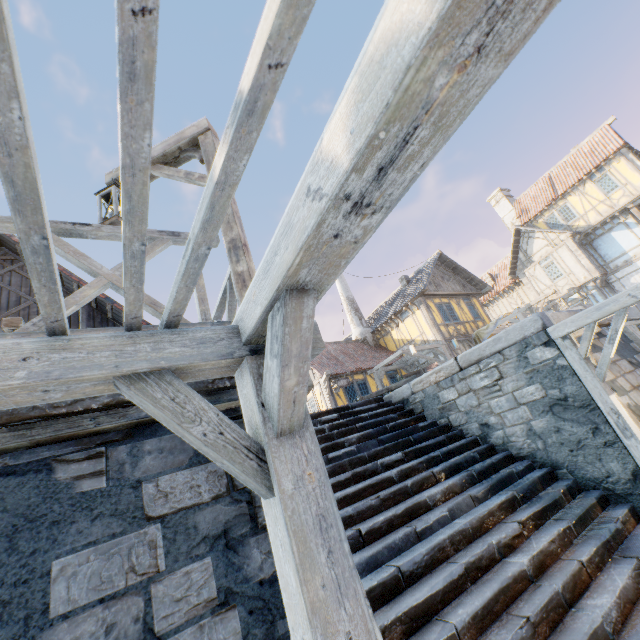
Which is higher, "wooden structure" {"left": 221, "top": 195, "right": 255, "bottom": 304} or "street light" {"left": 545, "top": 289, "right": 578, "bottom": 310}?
"street light" {"left": 545, "top": 289, "right": 578, "bottom": 310}

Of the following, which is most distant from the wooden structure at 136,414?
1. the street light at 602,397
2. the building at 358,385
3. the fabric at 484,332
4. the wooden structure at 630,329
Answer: the fabric at 484,332

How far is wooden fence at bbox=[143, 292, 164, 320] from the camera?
2.42m

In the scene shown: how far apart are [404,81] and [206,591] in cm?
234

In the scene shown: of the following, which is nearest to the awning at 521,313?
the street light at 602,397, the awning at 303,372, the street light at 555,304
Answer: the street light at 555,304

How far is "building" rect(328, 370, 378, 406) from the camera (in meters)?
16.62

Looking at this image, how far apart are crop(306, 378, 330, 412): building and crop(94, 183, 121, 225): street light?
13.8m

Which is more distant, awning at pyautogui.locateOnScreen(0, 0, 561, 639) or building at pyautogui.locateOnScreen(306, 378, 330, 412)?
building at pyautogui.locateOnScreen(306, 378, 330, 412)
